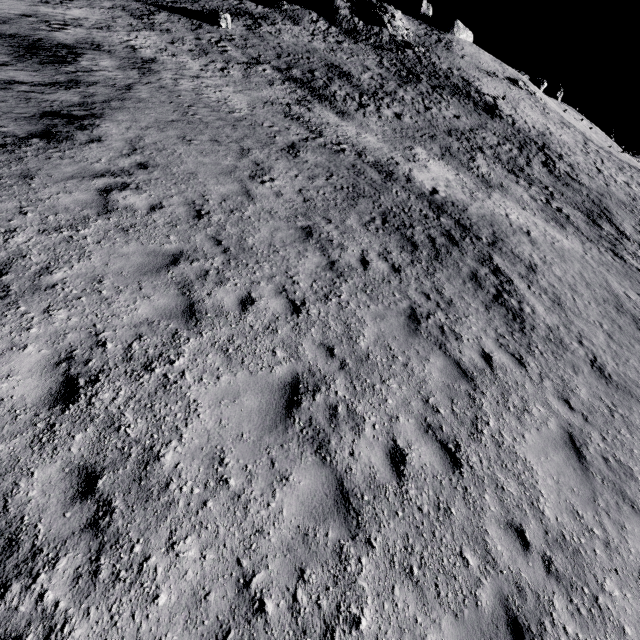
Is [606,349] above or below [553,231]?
below

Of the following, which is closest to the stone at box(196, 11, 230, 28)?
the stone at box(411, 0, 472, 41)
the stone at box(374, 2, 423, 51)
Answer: the stone at box(374, 2, 423, 51)

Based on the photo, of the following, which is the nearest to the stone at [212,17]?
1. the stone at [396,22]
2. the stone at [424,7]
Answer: the stone at [396,22]

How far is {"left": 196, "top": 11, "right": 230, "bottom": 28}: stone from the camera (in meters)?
28.38

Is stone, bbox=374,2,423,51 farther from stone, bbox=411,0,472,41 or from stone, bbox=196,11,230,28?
stone, bbox=196,11,230,28

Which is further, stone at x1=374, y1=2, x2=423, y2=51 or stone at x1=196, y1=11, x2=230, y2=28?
stone at x1=374, y1=2, x2=423, y2=51

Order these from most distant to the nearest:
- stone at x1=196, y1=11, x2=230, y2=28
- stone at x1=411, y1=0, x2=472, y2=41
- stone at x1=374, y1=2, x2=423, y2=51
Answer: stone at x1=411, y1=0, x2=472, y2=41, stone at x1=374, y1=2, x2=423, y2=51, stone at x1=196, y1=11, x2=230, y2=28
